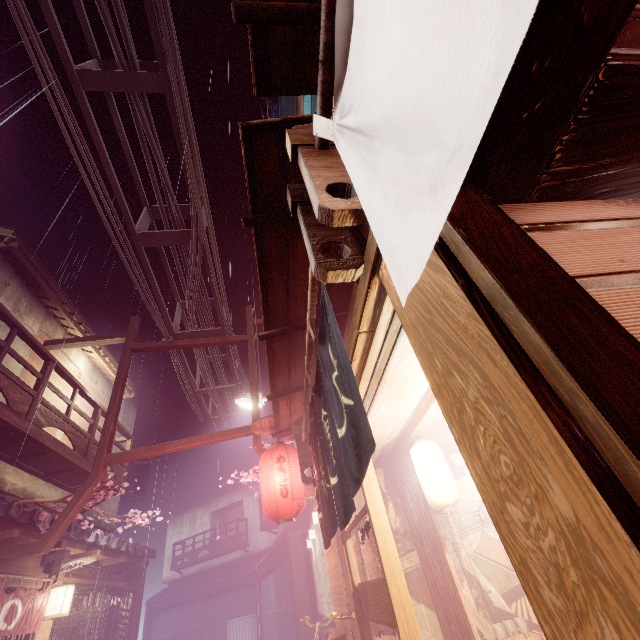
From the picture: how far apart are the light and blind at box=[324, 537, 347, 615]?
8.54m

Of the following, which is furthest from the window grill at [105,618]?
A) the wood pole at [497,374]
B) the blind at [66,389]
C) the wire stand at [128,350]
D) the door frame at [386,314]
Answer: the wood pole at [497,374]

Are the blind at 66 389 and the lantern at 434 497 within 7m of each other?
no

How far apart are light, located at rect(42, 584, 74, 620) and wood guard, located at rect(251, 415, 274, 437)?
7.8 meters

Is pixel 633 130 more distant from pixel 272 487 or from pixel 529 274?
pixel 272 487

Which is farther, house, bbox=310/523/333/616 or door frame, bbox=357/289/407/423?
house, bbox=310/523/333/616

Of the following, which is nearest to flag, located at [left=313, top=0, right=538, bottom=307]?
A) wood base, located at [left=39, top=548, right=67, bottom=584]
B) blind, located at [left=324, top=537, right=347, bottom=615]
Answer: blind, located at [left=324, top=537, right=347, bottom=615]

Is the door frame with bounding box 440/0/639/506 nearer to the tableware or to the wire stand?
the tableware
